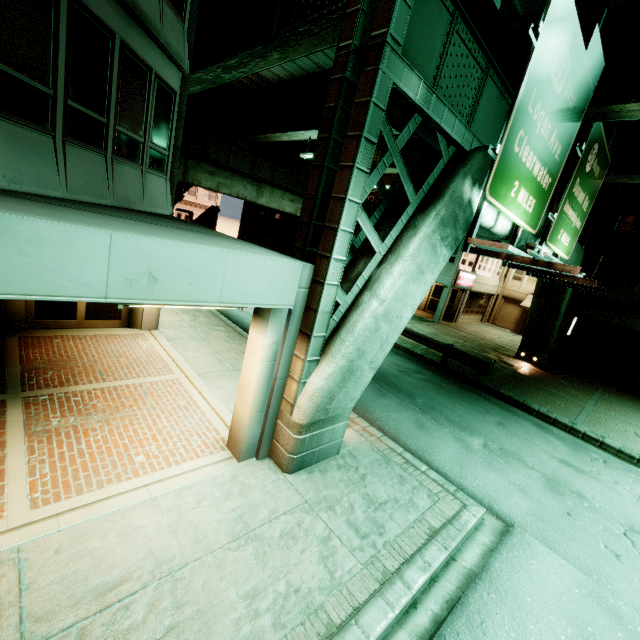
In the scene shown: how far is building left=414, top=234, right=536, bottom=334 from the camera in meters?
25.2

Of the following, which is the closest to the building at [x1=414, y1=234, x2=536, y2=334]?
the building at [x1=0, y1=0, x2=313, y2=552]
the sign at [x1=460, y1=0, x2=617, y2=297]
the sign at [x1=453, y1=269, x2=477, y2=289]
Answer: the sign at [x1=453, y1=269, x2=477, y2=289]

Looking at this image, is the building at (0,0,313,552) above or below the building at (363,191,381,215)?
below

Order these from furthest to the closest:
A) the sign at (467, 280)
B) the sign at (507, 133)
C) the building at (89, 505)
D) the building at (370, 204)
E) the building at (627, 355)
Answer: the building at (370, 204)
the sign at (467, 280)
the building at (627, 355)
the sign at (507, 133)
the building at (89, 505)

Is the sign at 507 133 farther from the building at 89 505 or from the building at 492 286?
the building at 492 286

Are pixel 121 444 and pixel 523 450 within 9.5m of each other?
no

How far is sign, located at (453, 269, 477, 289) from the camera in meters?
24.9

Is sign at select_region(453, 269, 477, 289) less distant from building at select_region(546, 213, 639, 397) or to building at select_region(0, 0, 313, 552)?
building at select_region(546, 213, 639, 397)
